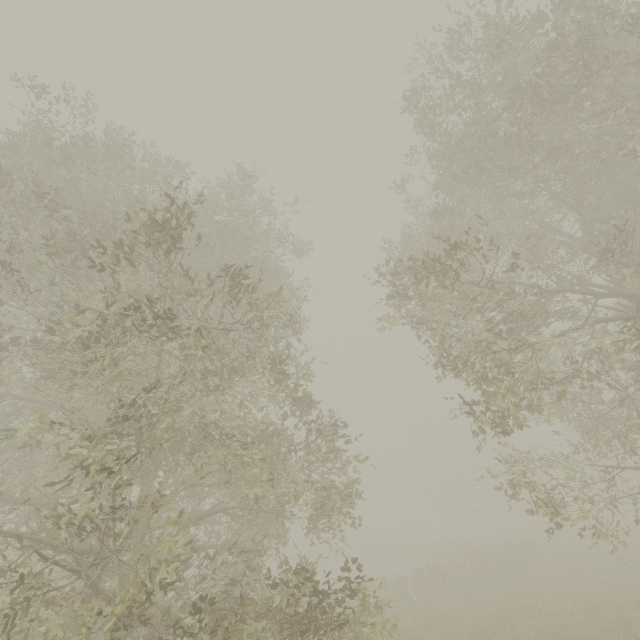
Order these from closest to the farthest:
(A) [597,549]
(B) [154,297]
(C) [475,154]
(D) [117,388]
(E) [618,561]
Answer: (D) [117,388] → (C) [475,154] → (B) [154,297] → (E) [618,561] → (A) [597,549]
